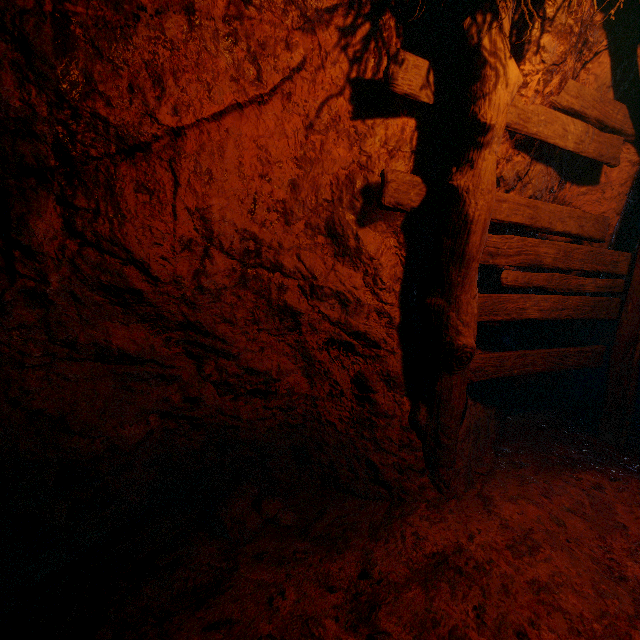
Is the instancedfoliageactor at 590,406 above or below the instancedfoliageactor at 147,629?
below

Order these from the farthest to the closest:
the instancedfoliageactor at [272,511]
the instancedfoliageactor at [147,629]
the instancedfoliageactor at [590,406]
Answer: the instancedfoliageactor at [590,406]
the instancedfoliageactor at [272,511]
the instancedfoliageactor at [147,629]

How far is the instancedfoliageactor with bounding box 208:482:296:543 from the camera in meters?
2.0 m

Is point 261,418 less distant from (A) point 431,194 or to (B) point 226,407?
(B) point 226,407

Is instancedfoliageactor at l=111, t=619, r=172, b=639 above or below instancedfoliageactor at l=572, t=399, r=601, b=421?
above

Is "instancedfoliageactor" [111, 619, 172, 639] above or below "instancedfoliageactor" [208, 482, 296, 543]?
above

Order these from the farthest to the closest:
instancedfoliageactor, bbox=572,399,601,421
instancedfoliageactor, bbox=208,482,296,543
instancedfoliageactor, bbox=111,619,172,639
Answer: instancedfoliageactor, bbox=572,399,601,421
instancedfoliageactor, bbox=208,482,296,543
instancedfoliageactor, bbox=111,619,172,639

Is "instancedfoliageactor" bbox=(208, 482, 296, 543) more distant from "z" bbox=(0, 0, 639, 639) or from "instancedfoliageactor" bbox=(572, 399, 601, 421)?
"instancedfoliageactor" bbox=(572, 399, 601, 421)
